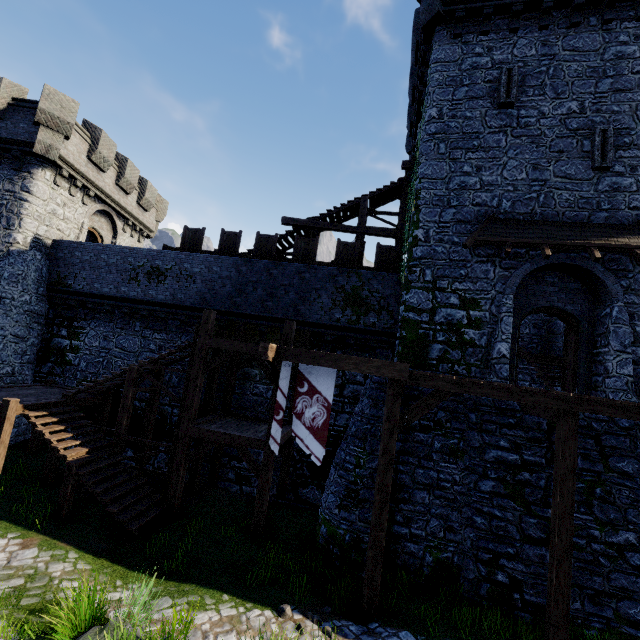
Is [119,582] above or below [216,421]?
below

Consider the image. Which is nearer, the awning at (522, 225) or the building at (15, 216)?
the awning at (522, 225)

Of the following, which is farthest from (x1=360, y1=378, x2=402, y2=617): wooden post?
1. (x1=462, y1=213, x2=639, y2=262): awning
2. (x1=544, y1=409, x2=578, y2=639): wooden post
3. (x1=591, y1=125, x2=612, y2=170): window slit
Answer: (x1=591, y1=125, x2=612, y2=170): window slit

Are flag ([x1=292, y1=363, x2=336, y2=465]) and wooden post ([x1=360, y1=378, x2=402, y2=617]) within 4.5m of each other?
yes

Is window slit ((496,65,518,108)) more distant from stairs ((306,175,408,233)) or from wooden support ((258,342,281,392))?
wooden support ((258,342,281,392))

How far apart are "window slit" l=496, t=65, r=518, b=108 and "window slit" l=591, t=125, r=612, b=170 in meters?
2.6 m

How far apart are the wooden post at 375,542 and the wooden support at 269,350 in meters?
3.2 m

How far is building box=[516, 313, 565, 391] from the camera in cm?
1445
